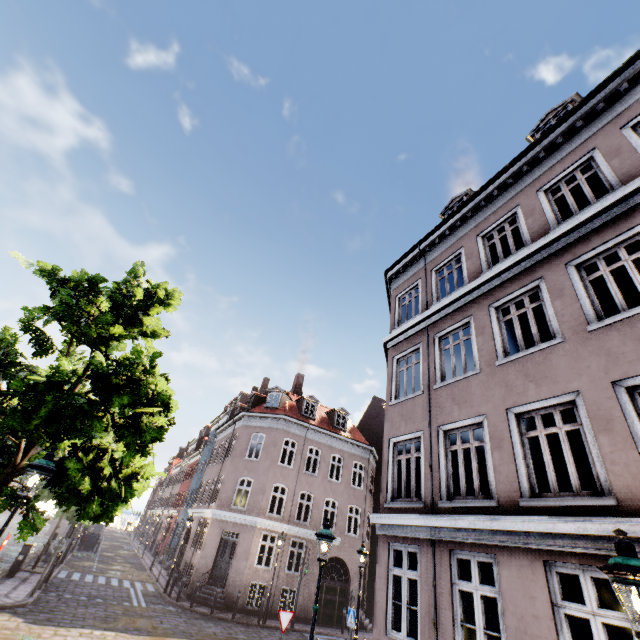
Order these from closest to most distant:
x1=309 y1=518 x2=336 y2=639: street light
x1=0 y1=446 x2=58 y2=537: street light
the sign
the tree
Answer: x1=0 y1=446 x2=58 y2=537: street light < the tree < x1=309 y1=518 x2=336 y2=639: street light < the sign

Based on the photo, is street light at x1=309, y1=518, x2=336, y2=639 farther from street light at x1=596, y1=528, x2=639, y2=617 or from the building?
street light at x1=596, y1=528, x2=639, y2=617

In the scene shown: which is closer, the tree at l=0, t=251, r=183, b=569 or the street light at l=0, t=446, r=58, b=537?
the street light at l=0, t=446, r=58, b=537

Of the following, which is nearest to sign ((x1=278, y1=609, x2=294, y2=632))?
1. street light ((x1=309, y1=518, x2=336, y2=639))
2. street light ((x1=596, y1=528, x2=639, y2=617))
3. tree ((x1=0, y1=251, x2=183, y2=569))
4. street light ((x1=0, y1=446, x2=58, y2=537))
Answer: street light ((x1=309, y1=518, x2=336, y2=639))

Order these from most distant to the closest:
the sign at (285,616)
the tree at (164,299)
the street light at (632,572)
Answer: the sign at (285,616), the tree at (164,299), the street light at (632,572)

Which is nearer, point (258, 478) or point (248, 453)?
point (258, 478)

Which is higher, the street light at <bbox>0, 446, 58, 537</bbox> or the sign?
the street light at <bbox>0, 446, 58, 537</bbox>

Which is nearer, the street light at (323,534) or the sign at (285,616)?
the street light at (323,534)
